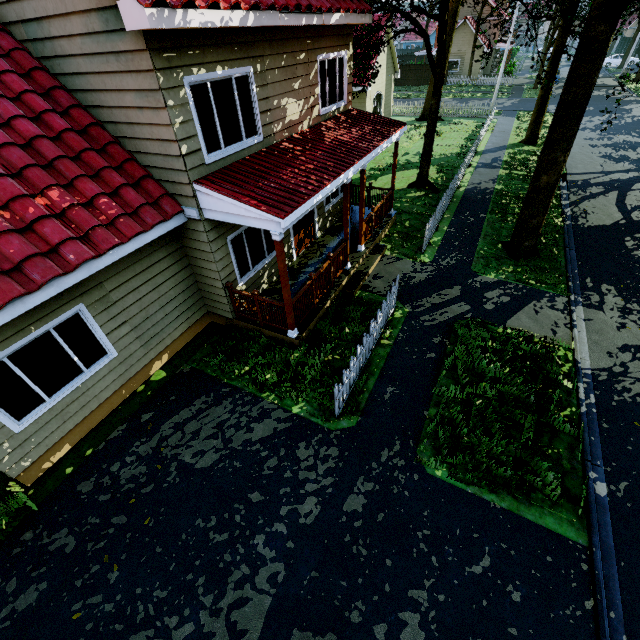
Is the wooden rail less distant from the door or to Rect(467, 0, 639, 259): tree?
the door

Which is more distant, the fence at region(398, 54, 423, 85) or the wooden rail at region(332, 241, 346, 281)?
the fence at region(398, 54, 423, 85)

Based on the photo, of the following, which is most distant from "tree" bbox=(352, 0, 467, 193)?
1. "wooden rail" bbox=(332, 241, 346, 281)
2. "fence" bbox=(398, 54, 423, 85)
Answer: "wooden rail" bbox=(332, 241, 346, 281)

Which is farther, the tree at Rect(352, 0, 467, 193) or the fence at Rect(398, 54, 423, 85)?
the fence at Rect(398, 54, 423, 85)

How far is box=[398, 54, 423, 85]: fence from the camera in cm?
4236

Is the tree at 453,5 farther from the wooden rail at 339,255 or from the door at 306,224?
the wooden rail at 339,255

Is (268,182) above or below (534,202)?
above

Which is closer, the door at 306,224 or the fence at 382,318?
the fence at 382,318
